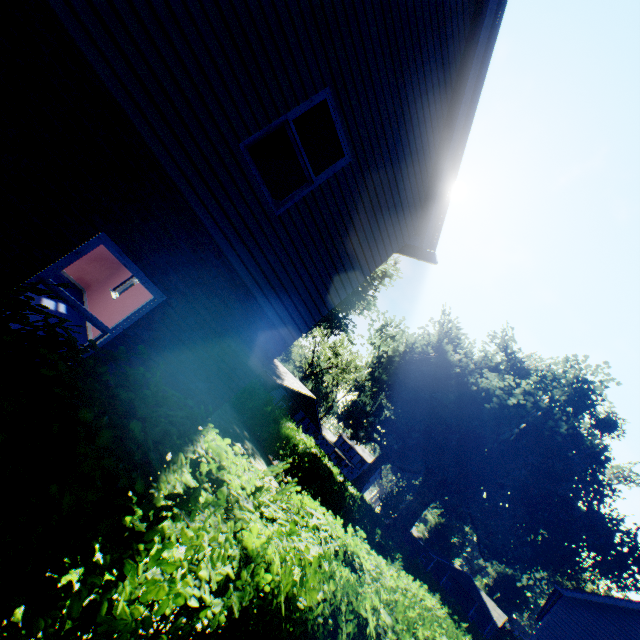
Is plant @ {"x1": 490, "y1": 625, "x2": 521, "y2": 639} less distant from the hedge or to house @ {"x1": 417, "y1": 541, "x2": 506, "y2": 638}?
house @ {"x1": 417, "y1": 541, "x2": 506, "y2": 638}

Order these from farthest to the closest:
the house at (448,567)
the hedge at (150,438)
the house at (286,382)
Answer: the house at (448,567) → the house at (286,382) → the hedge at (150,438)

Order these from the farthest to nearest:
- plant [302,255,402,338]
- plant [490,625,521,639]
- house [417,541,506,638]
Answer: plant [490,625,521,639] → house [417,541,506,638] → plant [302,255,402,338]

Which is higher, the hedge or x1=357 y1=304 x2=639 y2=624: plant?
x1=357 y1=304 x2=639 y2=624: plant

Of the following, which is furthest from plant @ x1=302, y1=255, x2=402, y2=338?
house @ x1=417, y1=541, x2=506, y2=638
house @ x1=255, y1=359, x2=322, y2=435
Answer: house @ x1=255, y1=359, x2=322, y2=435

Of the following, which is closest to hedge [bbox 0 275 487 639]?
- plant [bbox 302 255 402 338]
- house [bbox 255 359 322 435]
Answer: plant [bbox 302 255 402 338]

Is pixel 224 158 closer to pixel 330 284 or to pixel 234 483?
pixel 330 284

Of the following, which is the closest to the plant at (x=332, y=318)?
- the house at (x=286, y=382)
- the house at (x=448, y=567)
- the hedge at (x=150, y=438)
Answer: the house at (x=448, y=567)
